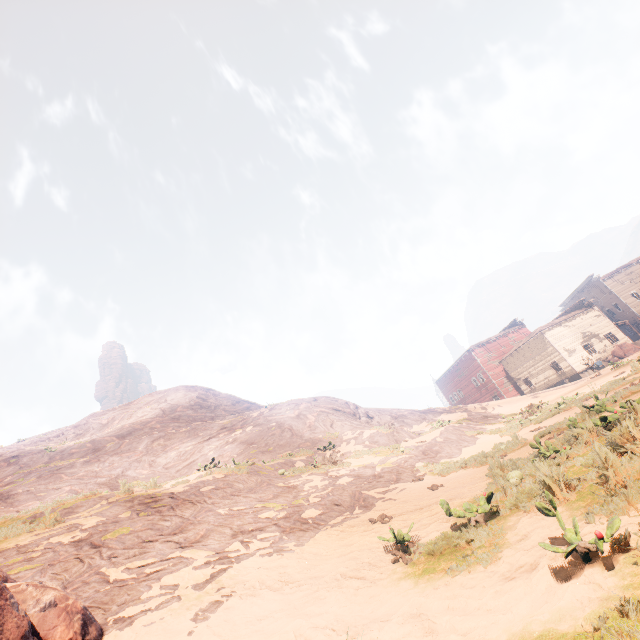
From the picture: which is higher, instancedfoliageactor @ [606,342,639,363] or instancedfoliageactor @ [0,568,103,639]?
instancedfoliageactor @ [0,568,103,639]

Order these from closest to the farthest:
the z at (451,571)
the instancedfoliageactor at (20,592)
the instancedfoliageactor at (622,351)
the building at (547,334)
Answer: the z at (451,571), the instancedfoliageactor at (20,592), the instancedfoliageactor at (622,351), the building at (547,334)

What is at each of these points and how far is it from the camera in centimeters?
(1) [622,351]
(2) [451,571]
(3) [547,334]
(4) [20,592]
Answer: (1) instancedfoliageactor, 3759cm
(2) z, 357cm
(3) building, 4144cm
(4) instancedfoliageactor, 409cm

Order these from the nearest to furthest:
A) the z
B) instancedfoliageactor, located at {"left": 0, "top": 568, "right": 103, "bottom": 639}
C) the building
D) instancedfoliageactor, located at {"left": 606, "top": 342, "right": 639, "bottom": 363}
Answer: the z, instancedfoliageactor, located at {"left": 0, "top": 568, "right": 103, "bottom": 639}, instancedfoliageactor, located at {"left": 606, "top": 342, "right": 639, "bottom": 363}, the building

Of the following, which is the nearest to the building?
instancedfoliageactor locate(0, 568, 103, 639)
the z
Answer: the z

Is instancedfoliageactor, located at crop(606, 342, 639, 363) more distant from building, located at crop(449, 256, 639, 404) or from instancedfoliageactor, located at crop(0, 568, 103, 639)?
instancedfoliageactor, located at crop(0, 568, 103, 639)

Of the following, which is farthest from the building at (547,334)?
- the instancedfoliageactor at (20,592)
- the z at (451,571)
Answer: the instancedfoliageactor at (20,592)
